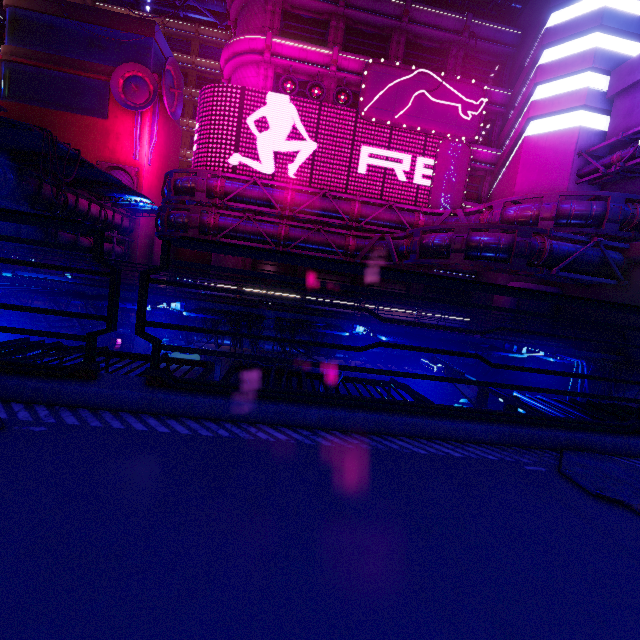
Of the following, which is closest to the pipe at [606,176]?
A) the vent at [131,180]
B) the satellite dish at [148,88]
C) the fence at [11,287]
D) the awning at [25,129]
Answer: the awning at [25,129]

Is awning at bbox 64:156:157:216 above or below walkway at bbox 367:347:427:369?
above

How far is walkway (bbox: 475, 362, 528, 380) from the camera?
16.5 meters

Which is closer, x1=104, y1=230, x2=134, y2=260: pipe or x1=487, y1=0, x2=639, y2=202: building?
x1=487, y1=0, x2=639, y2=202: building

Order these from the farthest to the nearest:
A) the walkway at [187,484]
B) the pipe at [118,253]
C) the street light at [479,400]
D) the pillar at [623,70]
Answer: the pipe at [118,253], the pillar at [623,70], the street light at [479,400], the walkway at [187,484]

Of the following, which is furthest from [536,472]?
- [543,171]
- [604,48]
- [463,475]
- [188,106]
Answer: [188,106]

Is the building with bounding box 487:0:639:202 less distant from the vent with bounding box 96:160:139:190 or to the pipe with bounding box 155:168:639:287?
the pipe with bounding box 155:168:639:287

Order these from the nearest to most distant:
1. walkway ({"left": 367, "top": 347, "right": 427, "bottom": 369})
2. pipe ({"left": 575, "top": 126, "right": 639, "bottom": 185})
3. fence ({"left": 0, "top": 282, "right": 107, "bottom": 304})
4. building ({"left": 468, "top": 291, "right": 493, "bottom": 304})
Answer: fence ({"left": 0, "top": 282, "right": 107, "bottom": 304})
walkway ({"left": 367, "top": 347, "right": 427, "bottom": 369})
pipe ({"left": 575, "top": 126, "right": 639, "bottom": 185})
building ({"left": 468, "top": 291, "right": 493, "bottom": 304})
